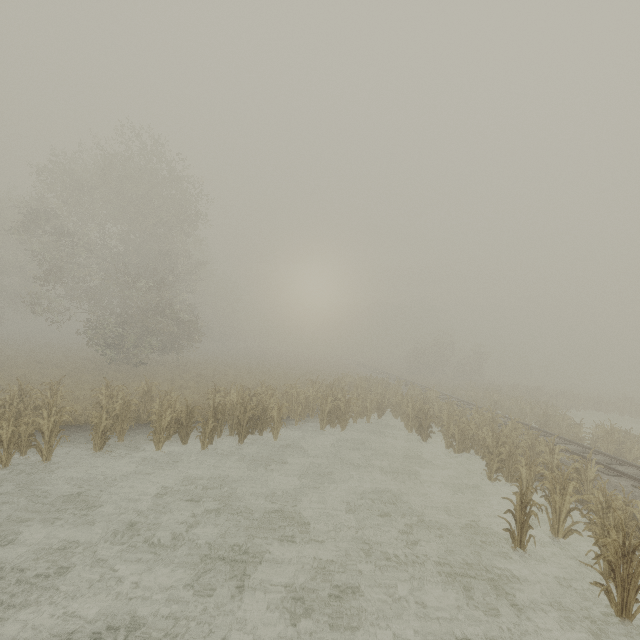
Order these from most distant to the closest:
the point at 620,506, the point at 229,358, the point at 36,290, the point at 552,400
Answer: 1. the point at 229,358
2. the point at 36,290
3. the point at 552,400
4. the point at 620,506
